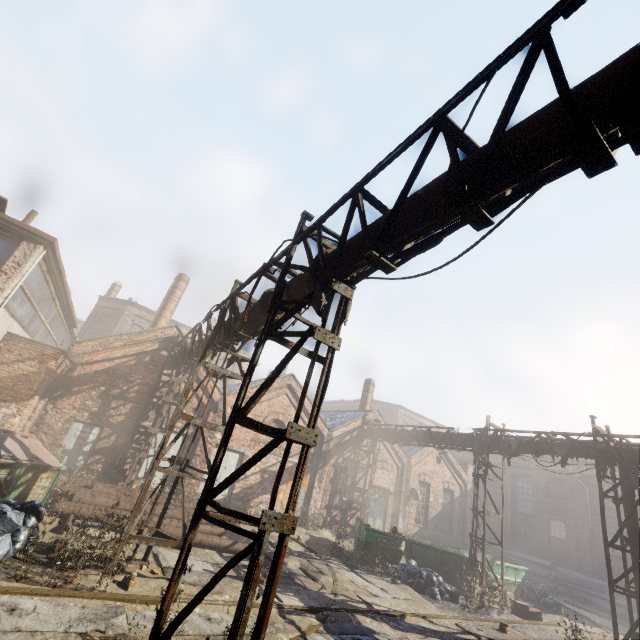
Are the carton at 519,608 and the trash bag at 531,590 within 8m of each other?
yes

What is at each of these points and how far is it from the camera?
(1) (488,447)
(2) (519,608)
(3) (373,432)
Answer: (1) pipe, 13.9 meters
(2) carton, 12.3 meters
(3) pipe, 20.4 meters

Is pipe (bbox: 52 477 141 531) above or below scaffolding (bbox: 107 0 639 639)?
below

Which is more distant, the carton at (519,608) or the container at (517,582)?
the container at (517,582)

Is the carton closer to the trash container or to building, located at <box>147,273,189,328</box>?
the trash container

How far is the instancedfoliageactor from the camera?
6.1 meters

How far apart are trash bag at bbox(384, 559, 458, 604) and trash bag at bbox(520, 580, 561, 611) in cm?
626

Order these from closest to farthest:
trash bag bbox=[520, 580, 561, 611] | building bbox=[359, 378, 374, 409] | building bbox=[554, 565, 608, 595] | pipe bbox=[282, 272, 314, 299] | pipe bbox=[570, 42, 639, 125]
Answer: pipe bbox=[570, 42, 639, 125], pipe bbox=[282, 272, 314, 299], trash bag bbox=[520, 580, 561, 611], building bbox=[554, 565, 608, 595], building bbox=[359, 378, 374, 409]
